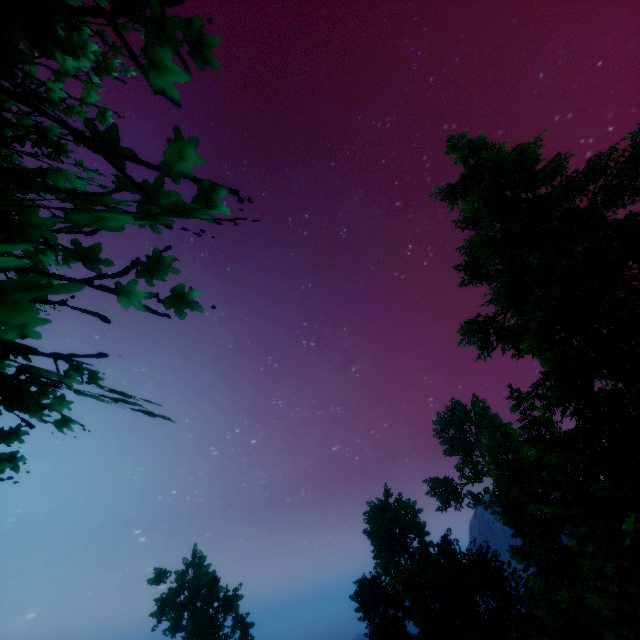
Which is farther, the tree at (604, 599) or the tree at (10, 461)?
the tree at (604, 599)

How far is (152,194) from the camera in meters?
2.7

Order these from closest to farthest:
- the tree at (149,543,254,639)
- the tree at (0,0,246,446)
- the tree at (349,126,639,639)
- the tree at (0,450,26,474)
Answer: the tree at (0,0,246,446)
the tree at (0,450,26,474)
the tree at (349,126,639,639)
the tree at (149,543,254,639)

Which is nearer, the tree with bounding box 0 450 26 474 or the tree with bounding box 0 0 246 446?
the tree with bounding box 0 0 246 446
